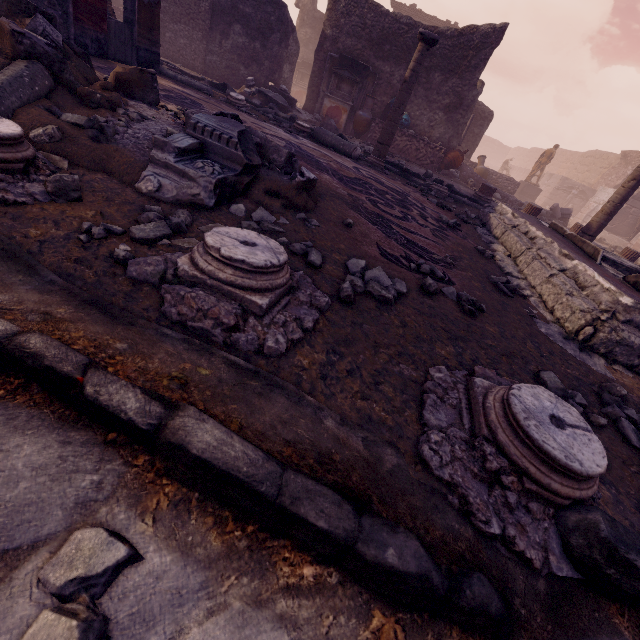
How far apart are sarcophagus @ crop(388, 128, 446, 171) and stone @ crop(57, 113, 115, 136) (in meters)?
11.14

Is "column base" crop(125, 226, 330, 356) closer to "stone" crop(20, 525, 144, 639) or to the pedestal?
"stone" crop(20, 525, 144, 639)

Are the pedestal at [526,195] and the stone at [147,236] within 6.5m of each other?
no

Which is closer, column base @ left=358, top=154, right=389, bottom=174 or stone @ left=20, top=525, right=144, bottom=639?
stone @ left=20, top=525, right=144, bottom=639

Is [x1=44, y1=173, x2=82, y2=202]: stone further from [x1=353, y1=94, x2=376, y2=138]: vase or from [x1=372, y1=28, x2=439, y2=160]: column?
[x1=353, y1=94, x2=376, y2=138]: vase

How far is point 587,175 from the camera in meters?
26.0 m

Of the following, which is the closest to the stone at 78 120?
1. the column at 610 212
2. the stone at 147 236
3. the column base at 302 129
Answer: the stone at 147 236

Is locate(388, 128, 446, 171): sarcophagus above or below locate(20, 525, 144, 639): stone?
above
